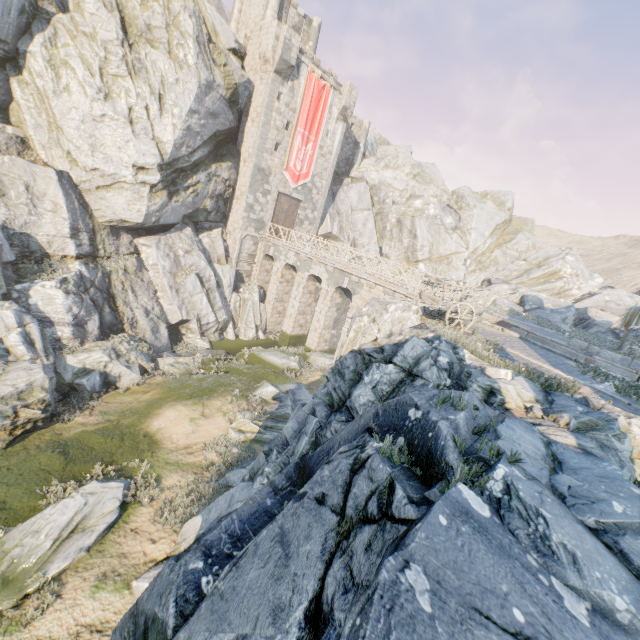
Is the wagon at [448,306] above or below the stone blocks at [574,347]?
above

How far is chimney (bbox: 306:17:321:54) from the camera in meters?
29.7

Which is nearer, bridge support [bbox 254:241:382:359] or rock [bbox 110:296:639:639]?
rock [bbox 110:296:639:639]

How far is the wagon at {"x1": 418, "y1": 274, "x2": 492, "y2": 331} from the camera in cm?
1159

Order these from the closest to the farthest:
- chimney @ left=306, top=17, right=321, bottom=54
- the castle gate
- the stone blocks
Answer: the stone blocks < the castle gate < chimney @ left=306, top=17, right=321, bottom=54

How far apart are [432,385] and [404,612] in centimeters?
597cm

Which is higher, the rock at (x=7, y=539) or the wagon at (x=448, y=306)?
the wagon at (x=448, y=306)

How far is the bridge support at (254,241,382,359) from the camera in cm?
2322
